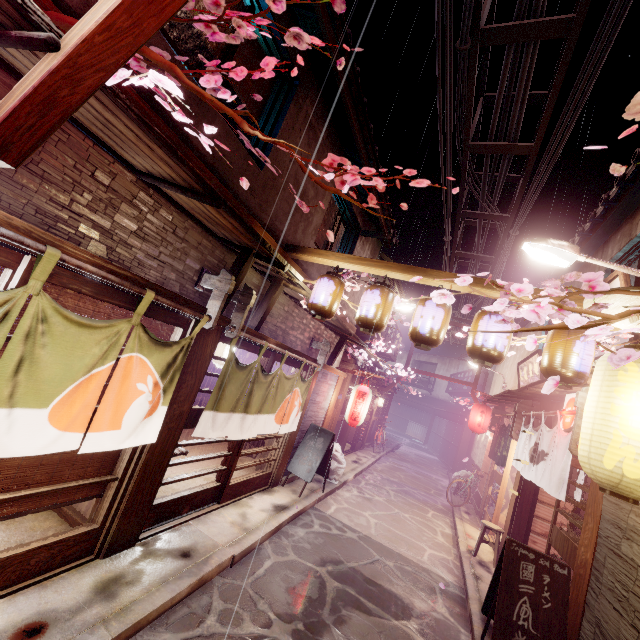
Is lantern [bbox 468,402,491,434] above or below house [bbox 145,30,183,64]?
below

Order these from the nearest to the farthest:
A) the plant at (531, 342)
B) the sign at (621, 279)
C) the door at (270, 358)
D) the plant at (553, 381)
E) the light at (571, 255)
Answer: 1. the plant at (531, 342)
2. the plant at (553, 381)
3. the light at (571, 255)
4. the sign at (621, 279)
5. the door at (270, 358)

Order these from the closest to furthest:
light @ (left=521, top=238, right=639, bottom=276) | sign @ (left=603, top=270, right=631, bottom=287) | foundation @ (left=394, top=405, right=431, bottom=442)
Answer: light @ (left=521, top=238, right=639, bottom=276)
sign @ (left=603, top=270, right=631, bottom=287)
foundation @ (left=394, top=405, right=431, bottom=442)

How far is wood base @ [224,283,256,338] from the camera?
7.9 meters

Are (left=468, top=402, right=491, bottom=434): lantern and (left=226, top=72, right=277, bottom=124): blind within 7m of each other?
no

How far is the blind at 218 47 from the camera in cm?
643

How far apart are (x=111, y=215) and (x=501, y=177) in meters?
13.6

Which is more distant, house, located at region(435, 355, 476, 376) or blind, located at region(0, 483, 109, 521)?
house, located at region(435, 355, 476, 376)
